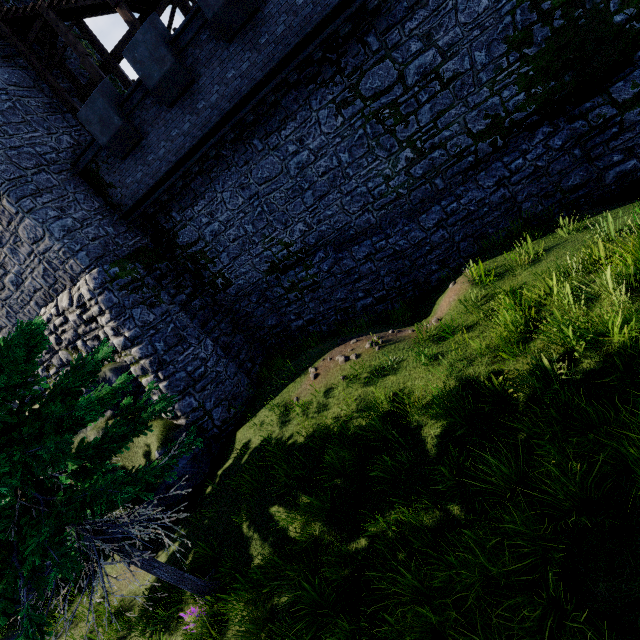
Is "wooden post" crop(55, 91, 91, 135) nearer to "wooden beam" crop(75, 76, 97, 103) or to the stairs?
the stairs

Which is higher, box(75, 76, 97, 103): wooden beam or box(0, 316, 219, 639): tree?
box(75, 76, 97, 103): wooden beam

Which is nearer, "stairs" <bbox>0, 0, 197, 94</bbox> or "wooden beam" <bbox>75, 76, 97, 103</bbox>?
"stairs" <bbox>0, 0, 197, 94</bbox>

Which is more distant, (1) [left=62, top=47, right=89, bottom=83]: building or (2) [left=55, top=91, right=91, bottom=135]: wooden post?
(1) [left=62, top=47, right=89, bottom=83]: building

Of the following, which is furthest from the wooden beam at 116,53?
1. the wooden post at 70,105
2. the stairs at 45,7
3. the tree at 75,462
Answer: the tree at 75,462

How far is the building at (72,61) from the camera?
15.0 meters

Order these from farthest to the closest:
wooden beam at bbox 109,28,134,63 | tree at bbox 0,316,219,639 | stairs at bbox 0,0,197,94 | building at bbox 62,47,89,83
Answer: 1. building at bbox 62,47,89,83
2. wooden beam at bbox 109,28,134,63
3. stairs at bbox 0,0,197,94
4. tree at bbox 0,316,219,639

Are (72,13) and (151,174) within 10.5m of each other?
yes
